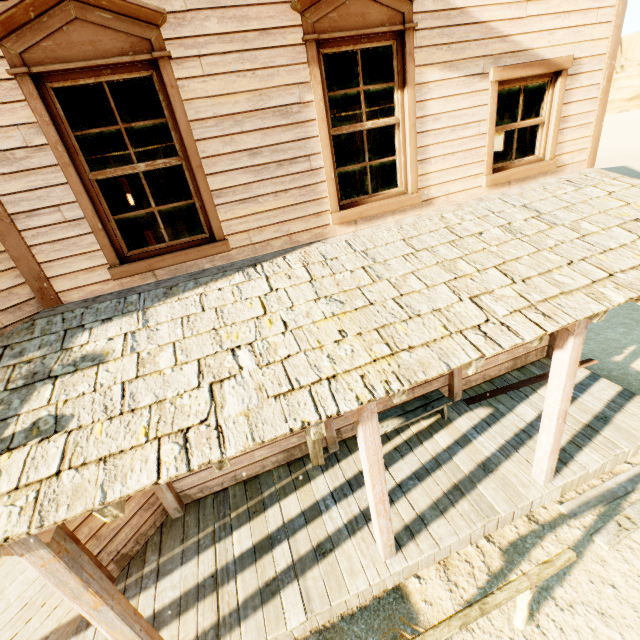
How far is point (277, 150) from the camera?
3.5 meters

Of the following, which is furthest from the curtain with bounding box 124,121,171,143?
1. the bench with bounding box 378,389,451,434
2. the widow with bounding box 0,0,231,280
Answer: the bench with bounding box 378,389,451,434

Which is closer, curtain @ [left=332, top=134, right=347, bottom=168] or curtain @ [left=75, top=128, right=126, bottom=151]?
curtain @ [left=75, top=128, right=126, bottom=151]

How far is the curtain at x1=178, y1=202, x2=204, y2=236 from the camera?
3.6m

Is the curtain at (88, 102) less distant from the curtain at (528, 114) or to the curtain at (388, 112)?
the curtain at (388, 112)

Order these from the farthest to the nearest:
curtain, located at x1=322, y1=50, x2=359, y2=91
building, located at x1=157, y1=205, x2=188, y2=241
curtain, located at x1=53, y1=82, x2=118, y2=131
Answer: building, located at x1=157, y1=205, x2=188, y2=241, curtain, located at x1=322, y1=50, x2=359, y2=91, curtain, located at x1=53, y1=82, x2=118, y2=131

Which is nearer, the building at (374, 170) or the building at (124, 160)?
the building at (374, 170)

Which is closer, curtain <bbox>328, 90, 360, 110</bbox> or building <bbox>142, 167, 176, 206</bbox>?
curtain <bbox>328, 90, 360, 110</bbox>
